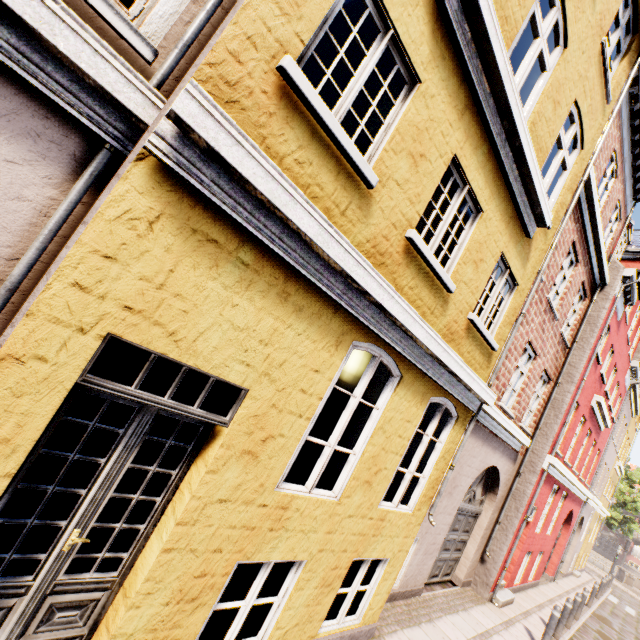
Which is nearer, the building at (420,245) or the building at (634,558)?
the building at (420,245)

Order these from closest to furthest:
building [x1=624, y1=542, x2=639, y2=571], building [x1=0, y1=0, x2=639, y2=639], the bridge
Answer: building [x1=0, y1=0, x2=639, y2=639]
the bridge
building [x1=624, y1=542, x2=639, y2=571]

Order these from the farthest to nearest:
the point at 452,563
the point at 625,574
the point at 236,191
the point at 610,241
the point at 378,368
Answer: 1. the point at 625,574
2. the point at 610,241
3. the point at 452,563
4. the point at 378,368
5. the point at 236,191

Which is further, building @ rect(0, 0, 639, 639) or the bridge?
the bridge

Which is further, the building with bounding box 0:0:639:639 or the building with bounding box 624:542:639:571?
the building with bounding box 624:542:639:571

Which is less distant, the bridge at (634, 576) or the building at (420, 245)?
the building at (420, 245)

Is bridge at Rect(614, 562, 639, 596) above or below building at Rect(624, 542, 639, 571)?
below
